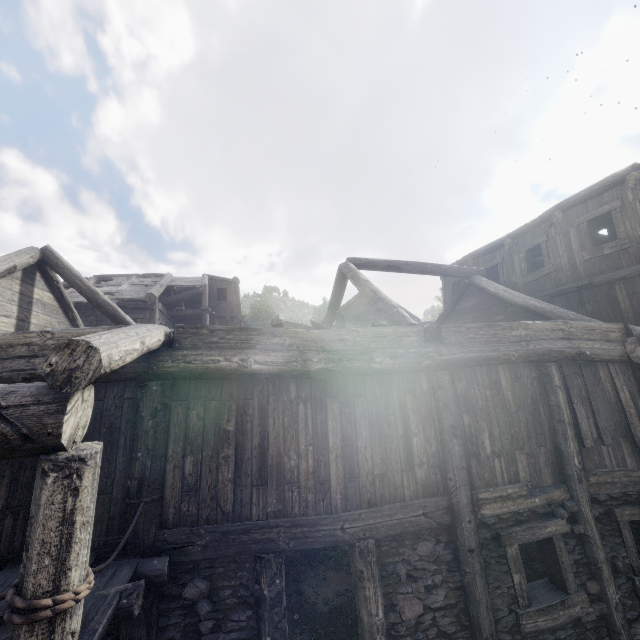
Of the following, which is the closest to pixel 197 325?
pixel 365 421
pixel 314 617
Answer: pixel 365 421
